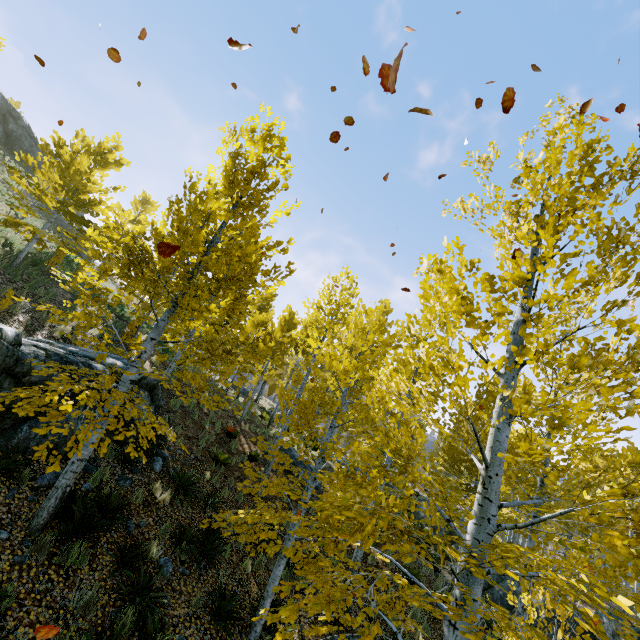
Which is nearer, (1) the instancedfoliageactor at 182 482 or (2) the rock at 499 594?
(1) the instancedfoliageactor at 182 482

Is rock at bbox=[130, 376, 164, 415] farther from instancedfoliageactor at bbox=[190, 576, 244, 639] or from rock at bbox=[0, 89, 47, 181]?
rock at bbox=[0, 89, 47, 181]

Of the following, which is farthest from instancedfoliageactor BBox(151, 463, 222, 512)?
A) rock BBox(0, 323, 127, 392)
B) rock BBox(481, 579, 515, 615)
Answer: rock BBox(0, 323, 127, 392)

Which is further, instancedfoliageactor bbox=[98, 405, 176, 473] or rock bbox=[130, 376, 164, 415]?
rock bbox=[130, 376, 164, 415]

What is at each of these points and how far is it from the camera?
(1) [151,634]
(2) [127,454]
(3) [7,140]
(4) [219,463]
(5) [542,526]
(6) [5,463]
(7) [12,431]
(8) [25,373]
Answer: (1) instancedfoliageactor, 5.05m
(2) instancedfoliageactor, 8.43m
(3) rock, 29.34m
(4) instancedfoliageactor, 11.84m
(5) instancedfoliageactor, 8.51m
(6) instancedfoliageactor, 5.66m
(7) rock, 6.25m
(8) rock, 6.05m

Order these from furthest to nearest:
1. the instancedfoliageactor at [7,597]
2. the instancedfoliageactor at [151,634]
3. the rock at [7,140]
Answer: the rock at [7,140] < the instancedfoliageactor at [151,634] < the instancedfoliageactor at [7,597]

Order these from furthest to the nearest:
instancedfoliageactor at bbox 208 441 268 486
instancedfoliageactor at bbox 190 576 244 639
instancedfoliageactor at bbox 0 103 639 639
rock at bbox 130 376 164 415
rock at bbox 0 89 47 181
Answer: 1. rock at bbox 0 89 47 181
2. rock at bbox 130 376 164 415
3. instancedfoliageactor at bbox 208 441 268 486
4. instancedfoliageactor at bbox 190 576 244 639
5. instancedfoliageactor at bbox 0 103 639 639

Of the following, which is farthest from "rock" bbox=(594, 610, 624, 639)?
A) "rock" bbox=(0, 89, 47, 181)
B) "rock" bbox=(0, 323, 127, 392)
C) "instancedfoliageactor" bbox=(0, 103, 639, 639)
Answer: "rock" bbox=(0, 89, 47, 181)
